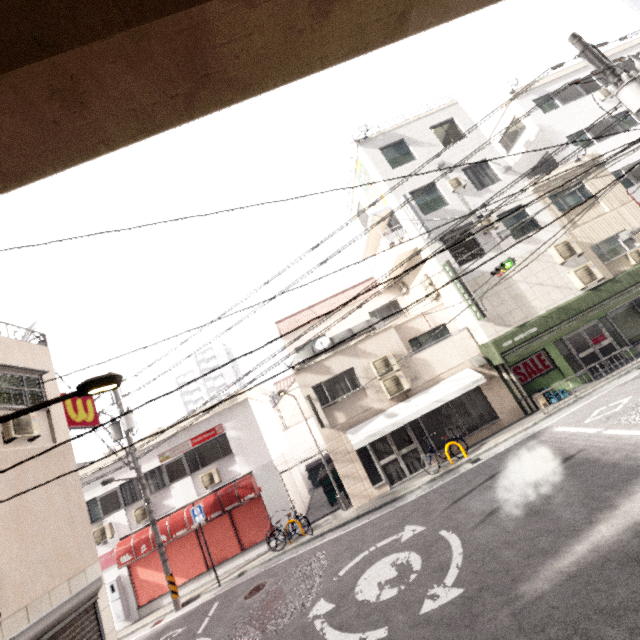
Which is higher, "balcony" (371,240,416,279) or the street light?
"balcony" (371,240,416,279)

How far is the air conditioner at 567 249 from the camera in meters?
14.1 m

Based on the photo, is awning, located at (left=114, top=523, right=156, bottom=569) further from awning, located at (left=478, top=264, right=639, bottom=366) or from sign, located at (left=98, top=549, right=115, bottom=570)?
awning, located at (left=478, top=264, right=639, bottom=366)

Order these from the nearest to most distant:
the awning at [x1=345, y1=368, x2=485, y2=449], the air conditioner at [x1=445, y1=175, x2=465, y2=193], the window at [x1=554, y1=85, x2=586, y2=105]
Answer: the awning at [x1=345, y1=368, x2=485, y2=449]
the air conditioner at [x1=445, y1=175, x2=465, y2=193]
the window at [x1=554, y1=85, x2=586, y2=105]

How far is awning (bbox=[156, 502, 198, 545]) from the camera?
12.9m

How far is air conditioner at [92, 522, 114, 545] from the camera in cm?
1323

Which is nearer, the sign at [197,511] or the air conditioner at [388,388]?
the sign at [197,511]

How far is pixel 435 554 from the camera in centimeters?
712cm
